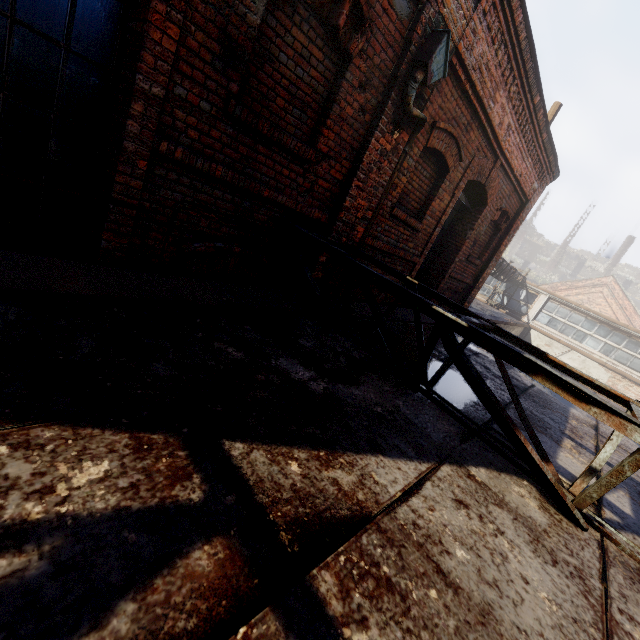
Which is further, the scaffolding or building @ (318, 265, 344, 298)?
building @ (318, 265, 344, 298)

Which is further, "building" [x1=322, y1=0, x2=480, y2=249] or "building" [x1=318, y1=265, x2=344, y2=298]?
"building" [x1=318, y1=265, x2=344, y2=298]

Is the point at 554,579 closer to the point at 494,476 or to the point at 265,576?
the point at 494,476

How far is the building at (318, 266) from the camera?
4.36m

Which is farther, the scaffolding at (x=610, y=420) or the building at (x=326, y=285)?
the building at (x=326, y=285)

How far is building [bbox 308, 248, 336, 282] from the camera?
4.4m
